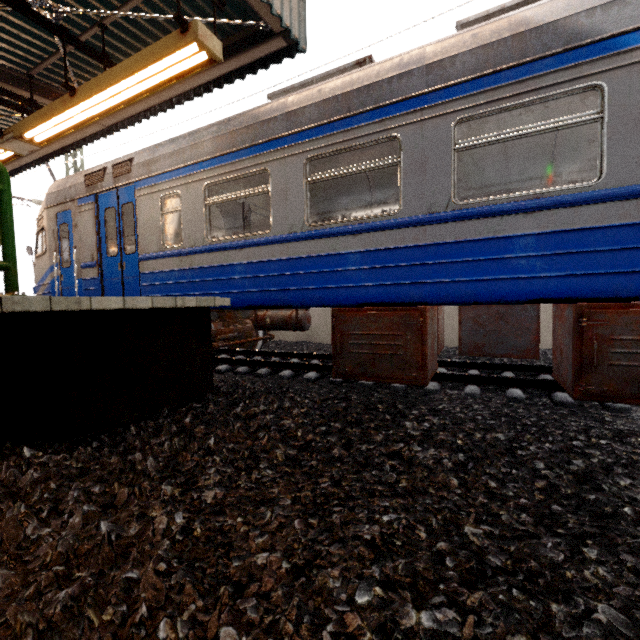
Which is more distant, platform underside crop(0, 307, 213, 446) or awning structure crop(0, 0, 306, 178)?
awning structure crop(0, 0, 306, 178)

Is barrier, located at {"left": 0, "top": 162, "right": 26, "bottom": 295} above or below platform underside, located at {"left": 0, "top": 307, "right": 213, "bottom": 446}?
above

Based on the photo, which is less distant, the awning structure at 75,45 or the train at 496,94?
the train at 496,94

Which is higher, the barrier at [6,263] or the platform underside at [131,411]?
the barrier at [6,263]

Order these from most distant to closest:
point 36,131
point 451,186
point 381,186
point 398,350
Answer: point 381,186, point 36,131, point 398,350, point 451,186

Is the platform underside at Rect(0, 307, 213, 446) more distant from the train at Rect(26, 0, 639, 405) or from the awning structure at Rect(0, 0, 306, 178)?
the awning structure at Rect(0, 0, 306, 178)

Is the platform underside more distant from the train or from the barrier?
the train

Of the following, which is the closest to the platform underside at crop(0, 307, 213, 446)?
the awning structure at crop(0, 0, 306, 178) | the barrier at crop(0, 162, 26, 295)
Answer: the barrier at crop(0, 162, 26, 295)
